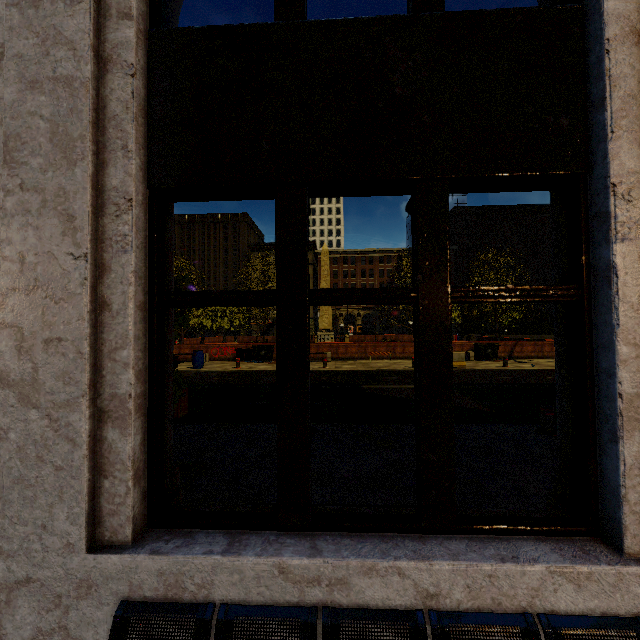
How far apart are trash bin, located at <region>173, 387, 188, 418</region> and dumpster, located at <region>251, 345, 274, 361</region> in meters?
13.3 m

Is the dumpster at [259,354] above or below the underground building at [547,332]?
below

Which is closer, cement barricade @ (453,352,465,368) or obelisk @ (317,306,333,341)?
cement barricade @ (453,352,465,368)

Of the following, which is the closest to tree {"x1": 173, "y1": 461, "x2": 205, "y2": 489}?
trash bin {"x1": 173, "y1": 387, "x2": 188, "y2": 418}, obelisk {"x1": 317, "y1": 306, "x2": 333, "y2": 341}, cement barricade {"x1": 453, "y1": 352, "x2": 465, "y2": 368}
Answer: trash bin {"x1": 173, "y1": 387, "x2": 188, "y2": 418}

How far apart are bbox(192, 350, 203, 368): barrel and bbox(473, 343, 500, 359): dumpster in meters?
17.3 m

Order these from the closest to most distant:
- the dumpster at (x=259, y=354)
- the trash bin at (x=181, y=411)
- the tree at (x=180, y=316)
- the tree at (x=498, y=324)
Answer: the tree at (x=180, y=316) → the trash bin at (x=181, y=411) → the dumpster at (x=259, y=354) → the tree at (x=498, y=324)

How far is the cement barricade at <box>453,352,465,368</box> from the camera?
17.1 meters

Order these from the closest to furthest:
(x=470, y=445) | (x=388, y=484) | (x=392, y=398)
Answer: (x=388, y=484)
(x=470, y=445)
(x=392, y=398)
